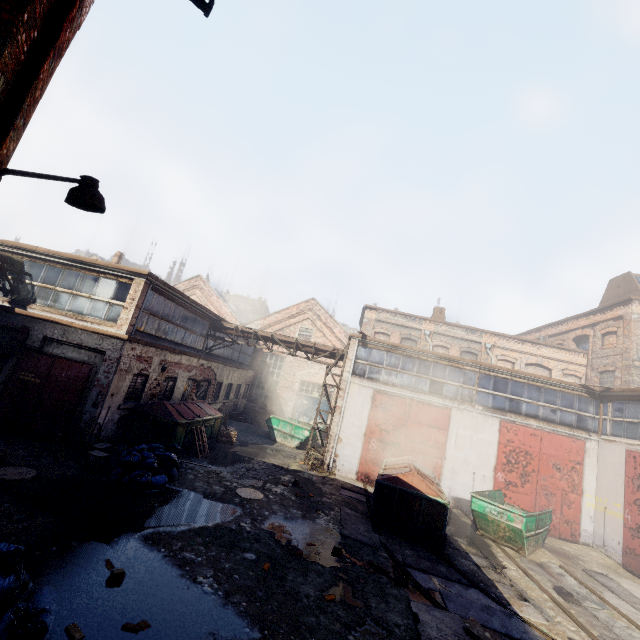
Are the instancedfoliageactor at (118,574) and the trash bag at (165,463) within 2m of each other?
no

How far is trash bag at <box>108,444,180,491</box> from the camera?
8.7 meters

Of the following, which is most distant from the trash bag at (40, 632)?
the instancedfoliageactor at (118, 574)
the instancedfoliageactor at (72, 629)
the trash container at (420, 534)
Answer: the trash container at (420, 534)

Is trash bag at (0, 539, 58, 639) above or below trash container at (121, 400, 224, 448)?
below

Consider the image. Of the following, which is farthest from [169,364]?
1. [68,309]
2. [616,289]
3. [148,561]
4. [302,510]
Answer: [616,289]

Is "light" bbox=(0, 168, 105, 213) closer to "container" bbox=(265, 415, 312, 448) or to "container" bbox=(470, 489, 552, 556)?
"container" bbox=(470, 489, 552, 556)

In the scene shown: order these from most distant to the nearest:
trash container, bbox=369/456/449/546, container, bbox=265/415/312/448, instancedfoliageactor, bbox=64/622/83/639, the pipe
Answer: container, bbox=265/415/312/448, the pipe, trash container, bbox=369/456/449/546, instancedfoliageactor, bbox=64/622/83/639

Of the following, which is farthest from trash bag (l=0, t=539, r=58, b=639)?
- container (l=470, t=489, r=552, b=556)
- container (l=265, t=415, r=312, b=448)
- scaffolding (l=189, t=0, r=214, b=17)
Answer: container (l=265, t=415, r=312, b=448)
